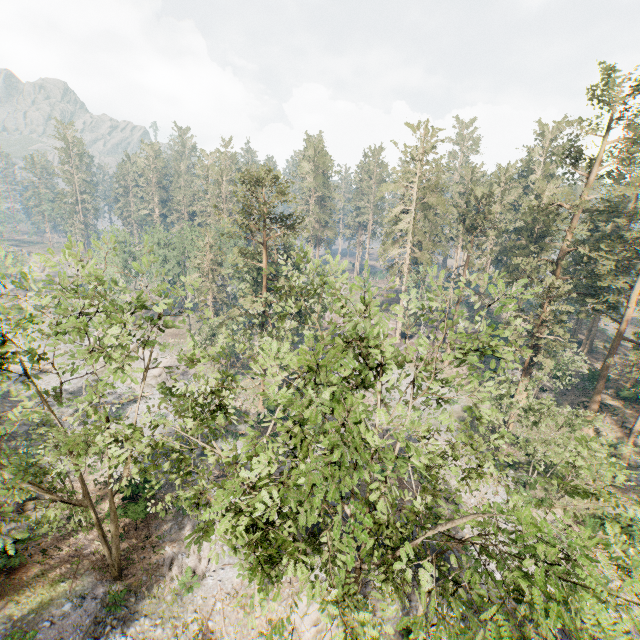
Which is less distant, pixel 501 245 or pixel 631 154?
pixel 631 154

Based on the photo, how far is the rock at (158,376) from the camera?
41.81m

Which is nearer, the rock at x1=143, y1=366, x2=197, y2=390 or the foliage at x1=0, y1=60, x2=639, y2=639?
the foliage at x1=0, y1=60, x2=639, y2=639

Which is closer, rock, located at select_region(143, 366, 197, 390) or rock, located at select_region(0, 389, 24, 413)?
rock, located at select_region(0, 389, 24, 413)

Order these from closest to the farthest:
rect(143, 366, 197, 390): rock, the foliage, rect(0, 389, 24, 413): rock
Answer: the foliage → rect(0, 389, 24, 413): rock → rect(143, 366, 197, 390): rock

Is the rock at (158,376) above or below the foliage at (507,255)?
below

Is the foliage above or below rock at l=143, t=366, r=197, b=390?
above

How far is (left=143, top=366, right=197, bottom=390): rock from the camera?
41.8 meters
